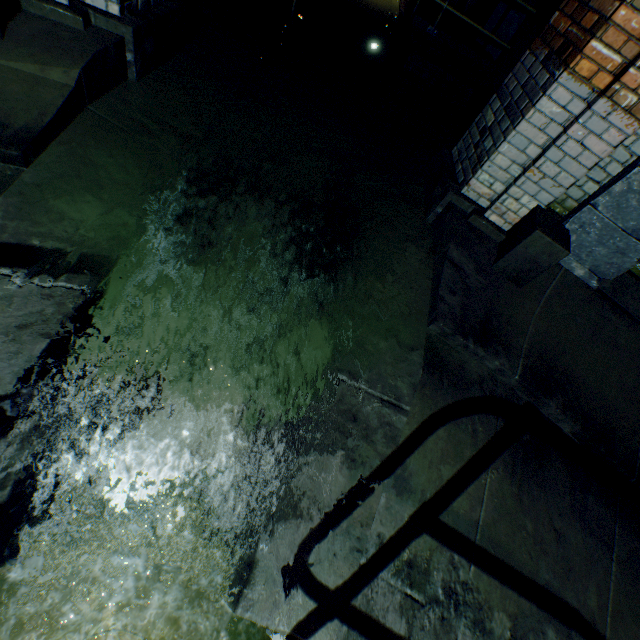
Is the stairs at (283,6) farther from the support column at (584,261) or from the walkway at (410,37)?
the support column at (584,261)

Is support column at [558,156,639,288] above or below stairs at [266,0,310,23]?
above

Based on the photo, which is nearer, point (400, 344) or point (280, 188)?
point (400, 344)

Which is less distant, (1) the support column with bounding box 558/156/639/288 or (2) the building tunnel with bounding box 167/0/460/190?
(1) the support column with bounding box 558/156/639/288

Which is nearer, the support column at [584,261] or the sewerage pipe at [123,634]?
the support column at [584,261]

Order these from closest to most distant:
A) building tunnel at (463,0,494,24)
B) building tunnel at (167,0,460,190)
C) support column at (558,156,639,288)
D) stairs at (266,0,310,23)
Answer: support column at (558,156,639,288), building tunnel at (167,0,460,190), stairs at (266,0,310,23), building tunnel at (463,0,494,24)

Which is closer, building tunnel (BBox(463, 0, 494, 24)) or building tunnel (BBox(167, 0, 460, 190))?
building tunnel (BBox(167, 0, 460, 190))

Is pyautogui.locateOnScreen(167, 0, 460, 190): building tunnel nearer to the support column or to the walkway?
the walkway
